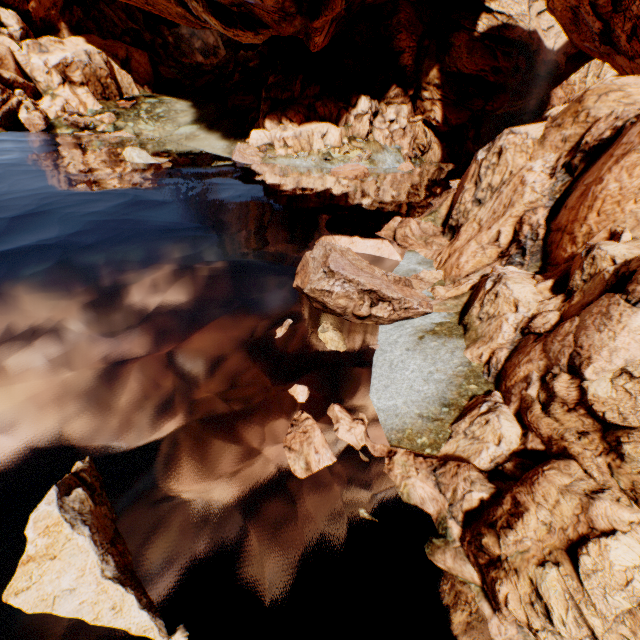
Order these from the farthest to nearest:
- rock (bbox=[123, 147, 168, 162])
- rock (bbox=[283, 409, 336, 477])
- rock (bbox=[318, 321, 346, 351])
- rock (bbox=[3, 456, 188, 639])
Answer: rock (bbox=[123, 147, 168, 162])
rock (bbox=[318, 321, 346, 351])
rock (bbox=[283, 409, 336, 477])
rock (bbox=[3, 456, 188, 639])

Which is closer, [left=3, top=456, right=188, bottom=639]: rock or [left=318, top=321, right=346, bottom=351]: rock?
[left=3, top=456, right=188, bottom=639]: rock

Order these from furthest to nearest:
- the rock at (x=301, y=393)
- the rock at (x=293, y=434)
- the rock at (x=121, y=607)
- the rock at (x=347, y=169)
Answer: the rock at (x=347, y=169), the rock at (x=301, y=393), the rock at (x=293, y=434), the rock at (x=121, y=607)

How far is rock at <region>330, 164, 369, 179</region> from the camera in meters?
32.0 m

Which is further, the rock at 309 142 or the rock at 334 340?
the rock at 334 340

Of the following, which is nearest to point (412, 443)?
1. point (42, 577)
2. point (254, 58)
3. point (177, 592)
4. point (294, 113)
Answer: point (177, 592)
